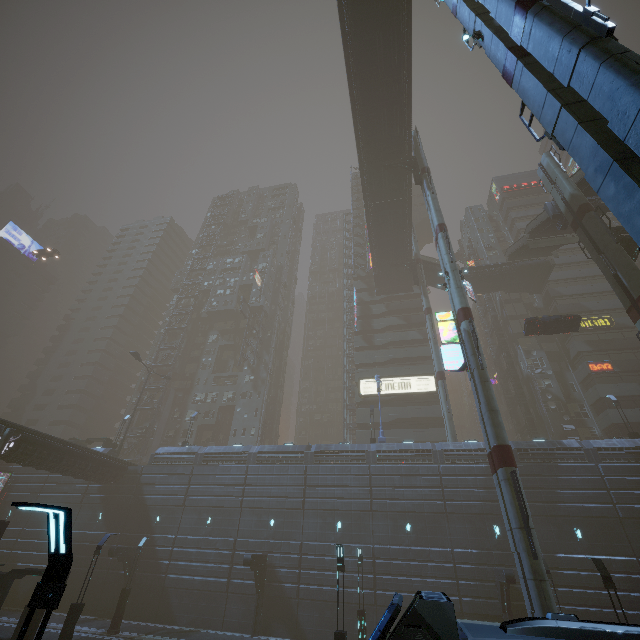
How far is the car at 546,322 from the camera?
28.4m

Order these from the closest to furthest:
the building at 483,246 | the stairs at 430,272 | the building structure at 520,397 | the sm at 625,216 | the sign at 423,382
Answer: the sm at 625,216 < the building structure at 520,397 < the sign at 423,382 < the stairs at 430,272 < the building at 483,246

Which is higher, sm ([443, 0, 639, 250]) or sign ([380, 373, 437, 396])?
sign ([380, 373, 437, 396])

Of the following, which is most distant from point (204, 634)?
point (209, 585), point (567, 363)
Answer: point (567, 363)

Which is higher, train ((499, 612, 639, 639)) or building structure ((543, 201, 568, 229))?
building structure ((543, 201, 568, 229))

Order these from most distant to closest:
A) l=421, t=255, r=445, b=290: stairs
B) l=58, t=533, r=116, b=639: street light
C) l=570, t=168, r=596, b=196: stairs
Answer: l=421, t=255, r=445, b=290: stairs
l=570, t=168, r=596, b=196: stairs
l=58, t=533, r=116, b=639: street light

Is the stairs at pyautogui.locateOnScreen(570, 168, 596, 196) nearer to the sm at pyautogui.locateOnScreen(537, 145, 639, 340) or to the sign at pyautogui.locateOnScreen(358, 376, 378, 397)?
the sm at pyautogui.locateOnScreen(537, 145, 639, 340)

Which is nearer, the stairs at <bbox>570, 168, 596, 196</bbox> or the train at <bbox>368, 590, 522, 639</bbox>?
the train at <bbox>368, 590, 522, 639</bbox>
